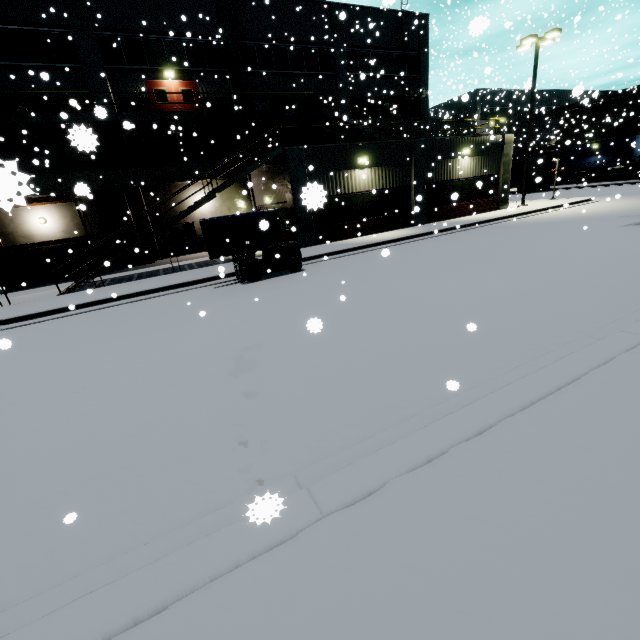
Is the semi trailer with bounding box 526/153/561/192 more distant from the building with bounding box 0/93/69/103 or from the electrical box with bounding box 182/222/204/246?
the electrical box with bounding box 182/222/204/246

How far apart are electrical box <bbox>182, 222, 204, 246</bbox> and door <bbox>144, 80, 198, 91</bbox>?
6.24m

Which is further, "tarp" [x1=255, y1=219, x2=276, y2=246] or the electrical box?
the electrical box

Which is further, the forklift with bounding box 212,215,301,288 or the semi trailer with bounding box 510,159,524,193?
the semi trailer with bounding box 510,159,524,193

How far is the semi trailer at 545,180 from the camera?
37.1 meters

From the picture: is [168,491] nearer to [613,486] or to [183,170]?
[613,486]

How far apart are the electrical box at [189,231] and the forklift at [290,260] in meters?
11.6 m

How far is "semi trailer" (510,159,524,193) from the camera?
39.53m
